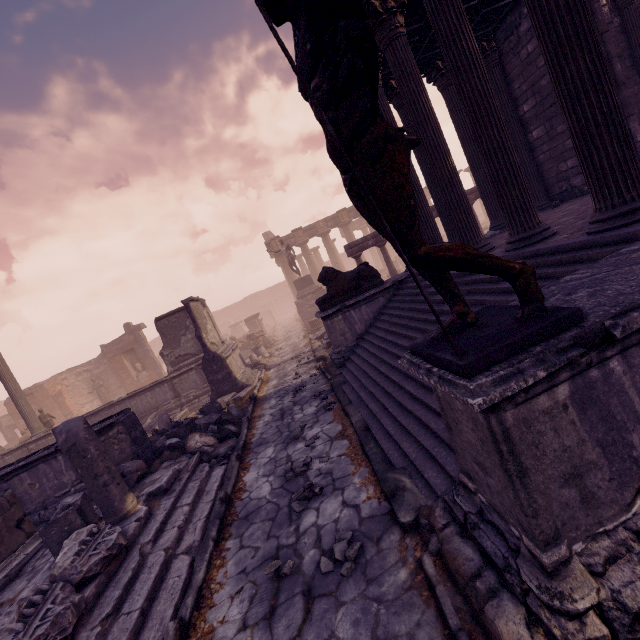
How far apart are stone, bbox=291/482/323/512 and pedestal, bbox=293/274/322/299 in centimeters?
1636cm

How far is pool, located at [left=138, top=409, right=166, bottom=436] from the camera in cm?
1154

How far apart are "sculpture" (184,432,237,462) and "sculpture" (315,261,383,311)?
3.8 meters

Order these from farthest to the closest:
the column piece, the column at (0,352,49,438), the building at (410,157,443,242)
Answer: the column piece, the column at (0,352,49,438), the building at (410,157,443,242)

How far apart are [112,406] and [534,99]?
17.8 meters

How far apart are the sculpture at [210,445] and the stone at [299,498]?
2.8m

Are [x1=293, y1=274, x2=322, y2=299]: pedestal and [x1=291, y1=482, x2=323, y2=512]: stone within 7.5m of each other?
no

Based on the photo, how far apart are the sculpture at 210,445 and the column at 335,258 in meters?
23.8
